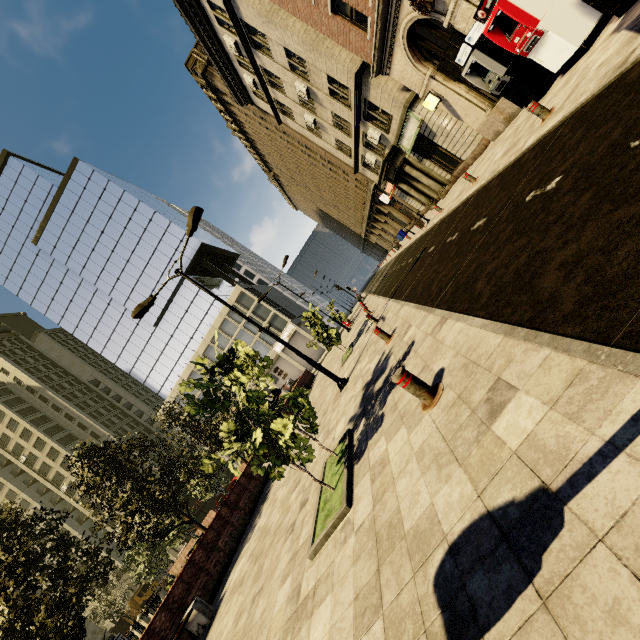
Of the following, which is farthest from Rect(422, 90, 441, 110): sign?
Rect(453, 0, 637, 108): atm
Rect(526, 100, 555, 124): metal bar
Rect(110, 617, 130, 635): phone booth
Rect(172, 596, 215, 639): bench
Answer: Rect(110, 617, 130, 635): phone booth

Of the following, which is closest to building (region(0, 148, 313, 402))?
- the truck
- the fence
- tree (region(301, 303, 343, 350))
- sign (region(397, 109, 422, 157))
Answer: sign (region(397, 109, 422, 157))

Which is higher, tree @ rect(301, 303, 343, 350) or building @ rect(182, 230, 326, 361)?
building @ rect(182, 230, 326, 361)

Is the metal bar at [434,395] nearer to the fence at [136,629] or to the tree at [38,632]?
Answer: the tree at [38,632]

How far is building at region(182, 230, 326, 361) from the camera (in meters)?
48.88

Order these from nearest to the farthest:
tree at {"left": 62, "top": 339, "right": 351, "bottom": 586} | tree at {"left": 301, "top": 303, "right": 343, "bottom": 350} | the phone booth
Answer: tree at {"left": 62, "top": 339, "right": 351, "bottom": 586}, tree at {"left": 301, "top": 303, "right": 343, "bottom": 350}, the phone booth

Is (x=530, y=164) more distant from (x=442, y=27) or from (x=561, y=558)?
(x=442, y=27)

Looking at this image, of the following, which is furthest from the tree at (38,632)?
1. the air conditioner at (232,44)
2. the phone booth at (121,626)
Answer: the air conditioner at (232,44)
